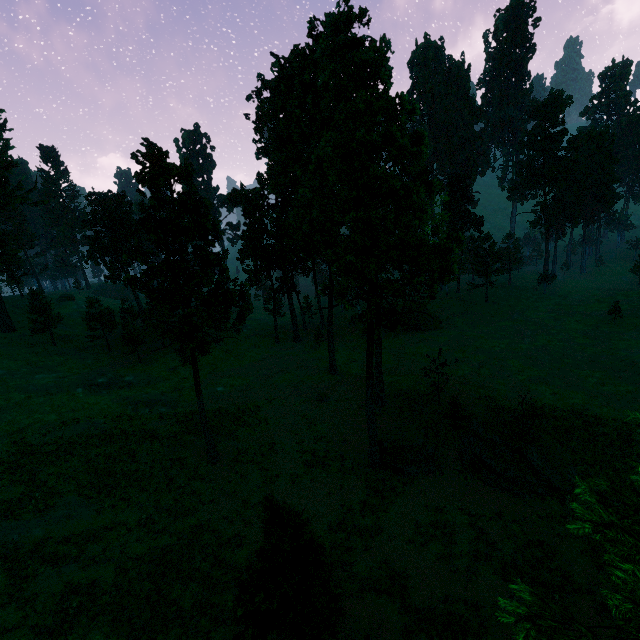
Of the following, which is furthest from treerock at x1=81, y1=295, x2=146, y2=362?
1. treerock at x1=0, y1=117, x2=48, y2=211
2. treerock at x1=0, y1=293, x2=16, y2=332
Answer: treerock at x1=0, y1=293, x2=16, y2=332

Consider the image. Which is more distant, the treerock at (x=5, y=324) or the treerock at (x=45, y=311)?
the treerock at (x=5, y=324)

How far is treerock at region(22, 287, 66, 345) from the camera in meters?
45.7

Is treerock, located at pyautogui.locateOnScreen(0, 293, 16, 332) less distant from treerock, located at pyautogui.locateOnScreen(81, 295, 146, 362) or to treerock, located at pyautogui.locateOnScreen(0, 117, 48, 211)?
treerock, located at pyautogui.locateOnScreen(0, 117, 48, 211)

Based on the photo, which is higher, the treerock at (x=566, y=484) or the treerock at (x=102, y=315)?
the treerock at (x=102, y=315)

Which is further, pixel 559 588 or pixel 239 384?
pixel 239 384

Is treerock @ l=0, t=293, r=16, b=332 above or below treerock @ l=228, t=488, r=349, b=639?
above
